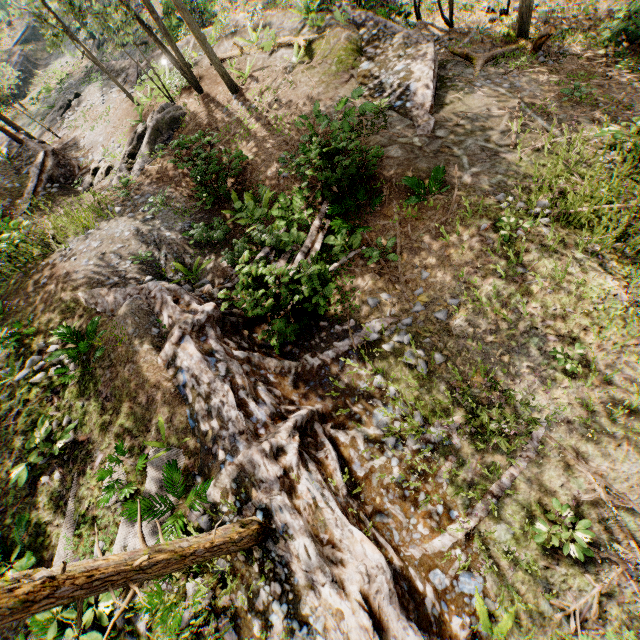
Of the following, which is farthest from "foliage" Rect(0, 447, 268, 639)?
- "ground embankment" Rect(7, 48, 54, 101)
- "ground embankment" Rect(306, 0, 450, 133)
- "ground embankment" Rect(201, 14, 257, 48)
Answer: "ground embankment" Rect(7, 48, 54, 101)

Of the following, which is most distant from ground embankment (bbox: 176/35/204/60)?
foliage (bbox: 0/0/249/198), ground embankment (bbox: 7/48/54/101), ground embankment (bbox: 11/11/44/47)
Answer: ground embankment (bbox: 11/11/44/47)

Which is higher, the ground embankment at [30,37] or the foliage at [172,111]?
the foliage at [172,111]

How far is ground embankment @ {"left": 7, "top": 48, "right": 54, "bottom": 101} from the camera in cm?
3460

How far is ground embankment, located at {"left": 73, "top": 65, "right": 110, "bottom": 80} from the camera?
22.6 meters

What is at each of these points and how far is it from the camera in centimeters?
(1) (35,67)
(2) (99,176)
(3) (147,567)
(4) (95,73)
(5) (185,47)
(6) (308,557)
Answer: (1) ground embankment, 3706cm
(2) foliage, 1653cm
(3) foliage, 342cm
(4) ground embankment, 2548cm
(5) ground embankment, 2058cm
(6) ground embankment, 504cm

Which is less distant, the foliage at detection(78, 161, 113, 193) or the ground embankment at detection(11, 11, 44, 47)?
the foliage at detection(78, 161, 113, 193)

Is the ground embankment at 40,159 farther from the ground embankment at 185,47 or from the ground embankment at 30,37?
the ground embankment at 30,37
